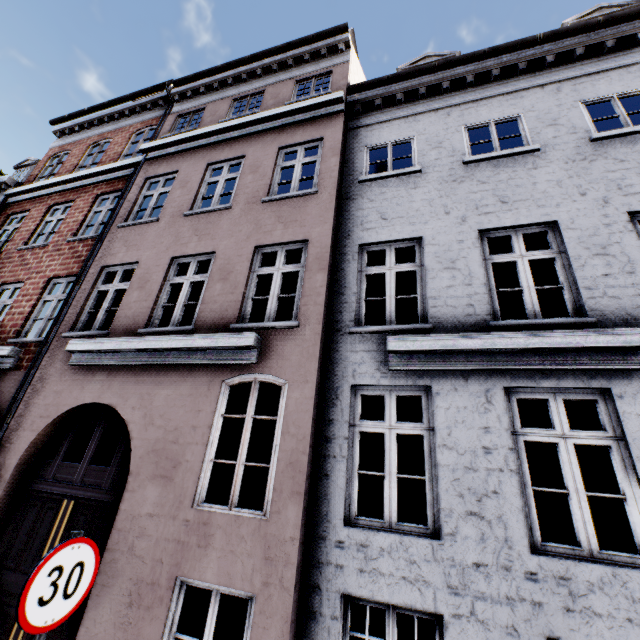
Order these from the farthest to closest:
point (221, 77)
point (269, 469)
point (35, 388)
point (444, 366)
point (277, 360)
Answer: point (269, 469) → point (221, 77) → point (35, 388) → point (277, 360) → point (444, 366)

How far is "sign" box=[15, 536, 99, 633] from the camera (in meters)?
2.12

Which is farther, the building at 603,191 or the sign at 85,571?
the building at 603,191

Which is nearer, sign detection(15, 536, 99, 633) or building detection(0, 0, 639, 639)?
sign detection(15, 536, 99, 633)

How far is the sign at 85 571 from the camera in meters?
2.1 m
